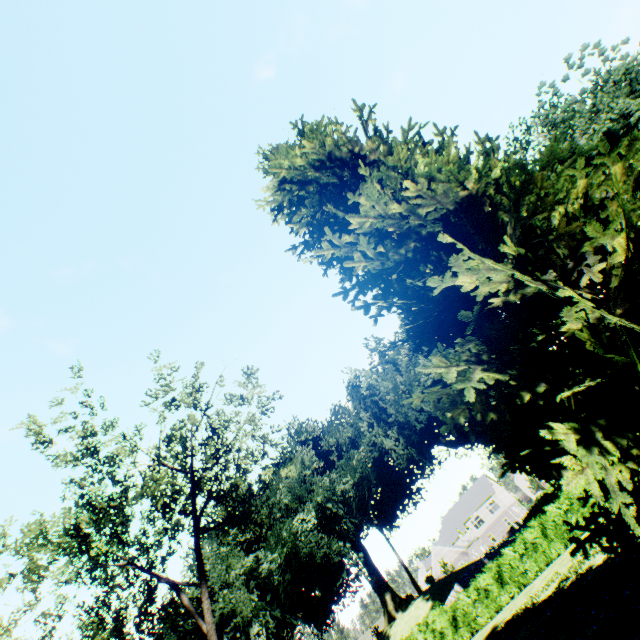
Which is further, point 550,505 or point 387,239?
point 550,505

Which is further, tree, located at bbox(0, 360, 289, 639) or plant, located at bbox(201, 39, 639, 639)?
tree, located at bbox(0, 360, 289, 639)

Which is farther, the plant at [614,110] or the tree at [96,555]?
the tree at [96,555]
